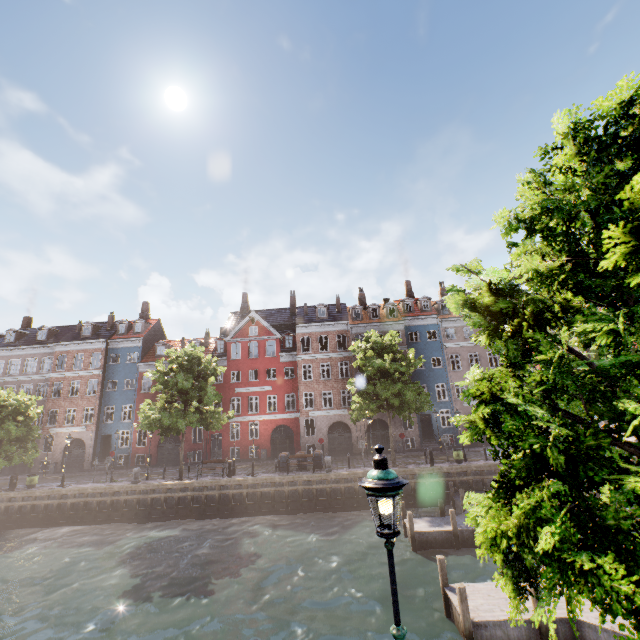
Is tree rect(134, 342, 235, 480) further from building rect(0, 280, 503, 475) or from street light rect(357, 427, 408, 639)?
building rect(0, 280, 503, 475)

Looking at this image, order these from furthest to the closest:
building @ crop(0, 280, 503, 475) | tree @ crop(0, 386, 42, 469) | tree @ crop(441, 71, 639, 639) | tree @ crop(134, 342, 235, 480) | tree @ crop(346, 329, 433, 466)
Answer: building @ crop(0, 280, 503, 475), tree @ crop(0, 386, 42, 469), tree @ crop(346, 329, 433, 466), tree @ crop(134, 342, 235, 480), tree @ crop(441, 71, 639, 639)

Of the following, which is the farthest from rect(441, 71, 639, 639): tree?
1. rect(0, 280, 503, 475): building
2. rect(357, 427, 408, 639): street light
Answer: rect(0, 280, 503, 475): building

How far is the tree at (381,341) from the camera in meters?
23.6

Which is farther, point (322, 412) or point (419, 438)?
point (322, 412)

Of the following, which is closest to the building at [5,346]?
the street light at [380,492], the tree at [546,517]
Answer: the street light at [380,492]

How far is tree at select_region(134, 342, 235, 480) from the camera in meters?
23.1
